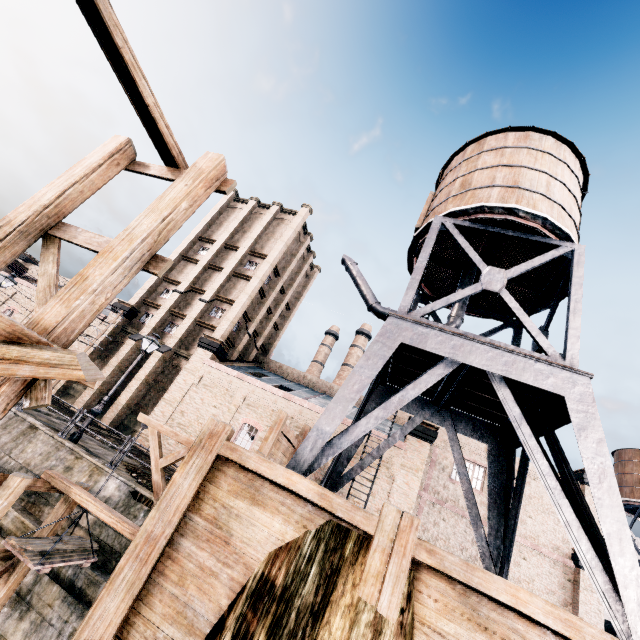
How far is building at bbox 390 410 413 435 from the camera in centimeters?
2665cm

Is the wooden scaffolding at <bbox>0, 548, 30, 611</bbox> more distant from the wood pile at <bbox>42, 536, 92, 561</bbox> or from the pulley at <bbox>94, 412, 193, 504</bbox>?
the wood pile at <bbox>42, 536, 92, 561</bbox>

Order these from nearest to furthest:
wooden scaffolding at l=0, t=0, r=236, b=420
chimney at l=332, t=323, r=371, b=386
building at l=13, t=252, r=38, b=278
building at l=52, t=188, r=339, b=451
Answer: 1. wooden scaffolding at l=0, t=0, r=236, b=420
2. building at l=52, t=188, r=339, b=451
3. building at l=13, t=252, r=38, b=278
4. chimney at l=332, t=323, r=371, b=386

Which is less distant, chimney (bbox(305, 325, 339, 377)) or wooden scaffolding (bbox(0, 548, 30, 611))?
wooden scaffolding (bbox(0, 548, 30, 611))

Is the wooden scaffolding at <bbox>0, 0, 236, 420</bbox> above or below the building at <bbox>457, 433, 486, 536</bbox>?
below

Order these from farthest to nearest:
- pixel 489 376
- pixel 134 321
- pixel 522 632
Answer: pixel 134 321
pixel 489 376
pixel 522 632

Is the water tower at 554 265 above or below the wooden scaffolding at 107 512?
above

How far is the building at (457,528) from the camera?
21.1m
